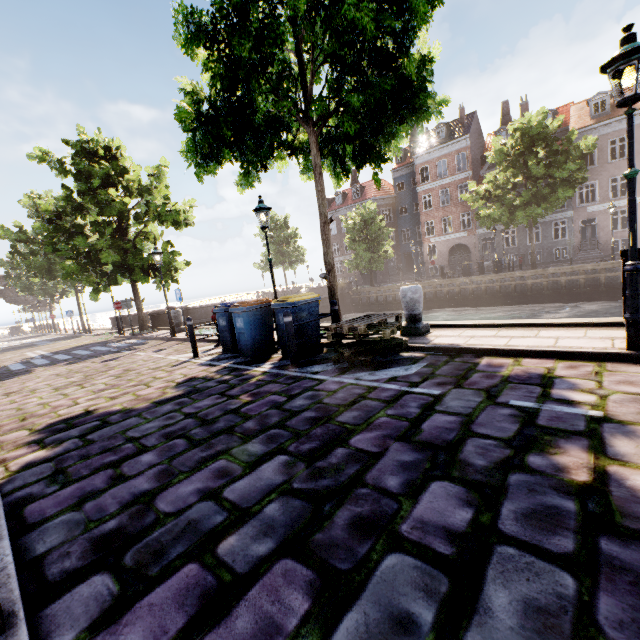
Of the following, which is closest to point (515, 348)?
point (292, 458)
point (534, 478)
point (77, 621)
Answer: point (534, 478)

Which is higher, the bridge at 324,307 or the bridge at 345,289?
the bridge at 324,307

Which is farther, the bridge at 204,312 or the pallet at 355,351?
the bridge at 204,312

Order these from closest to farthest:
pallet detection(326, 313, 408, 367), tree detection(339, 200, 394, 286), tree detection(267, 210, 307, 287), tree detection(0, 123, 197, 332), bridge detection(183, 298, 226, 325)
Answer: pallet detection(326, 313, 408, 367), tree detection(0, 123, 197, 332), bridge detection(183, 298, 226, 325), tree detection(339, 200, 394, 286), tree detection(267, 210, 307, 287)

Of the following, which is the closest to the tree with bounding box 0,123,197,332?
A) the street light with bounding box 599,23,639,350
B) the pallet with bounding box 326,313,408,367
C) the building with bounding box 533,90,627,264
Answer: the street light with bounding box 599,23,639,350

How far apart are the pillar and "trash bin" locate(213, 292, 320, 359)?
2.95m

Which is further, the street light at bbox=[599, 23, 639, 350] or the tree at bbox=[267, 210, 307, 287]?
the tree at bbox=[267, 210, 307, 287]

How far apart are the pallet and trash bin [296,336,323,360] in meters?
0.7
